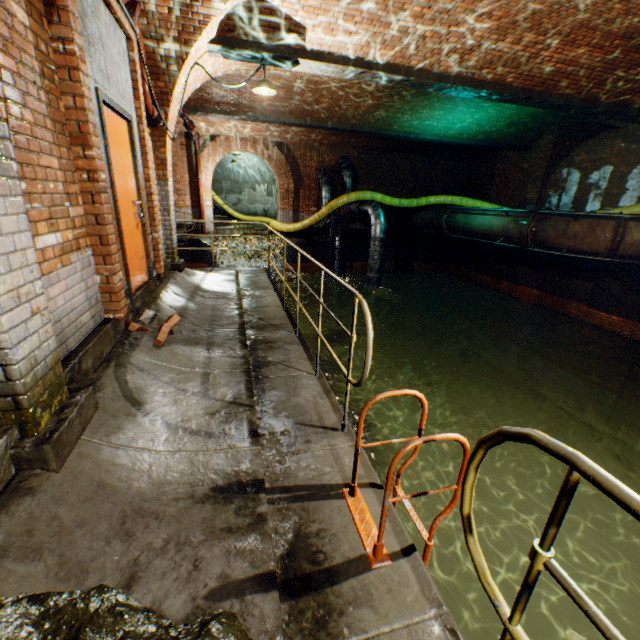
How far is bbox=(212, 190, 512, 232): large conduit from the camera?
13.26m

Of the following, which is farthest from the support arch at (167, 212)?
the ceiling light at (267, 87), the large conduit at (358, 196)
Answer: the large conduit at (358, 196)

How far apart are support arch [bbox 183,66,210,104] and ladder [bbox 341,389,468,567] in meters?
5.5 m

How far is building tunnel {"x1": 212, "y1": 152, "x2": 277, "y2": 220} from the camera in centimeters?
2119cm

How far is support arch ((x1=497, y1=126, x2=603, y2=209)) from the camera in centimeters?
1142cm

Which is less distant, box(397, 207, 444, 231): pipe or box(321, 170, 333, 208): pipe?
box(397, 207, 444, 231): pipe

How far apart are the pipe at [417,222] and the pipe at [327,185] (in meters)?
3.90

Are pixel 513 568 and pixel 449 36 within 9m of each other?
no
